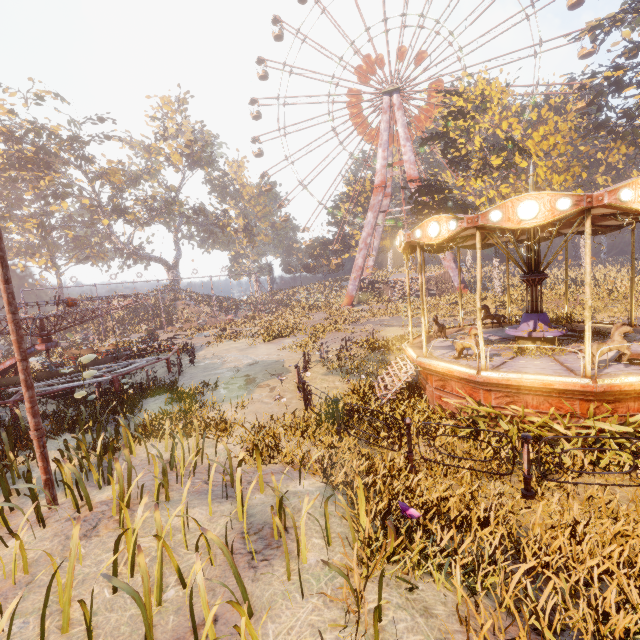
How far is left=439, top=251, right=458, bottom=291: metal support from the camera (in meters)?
39.06

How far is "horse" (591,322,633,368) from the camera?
7.0 meters

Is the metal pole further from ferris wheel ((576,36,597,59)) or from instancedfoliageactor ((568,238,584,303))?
ferris wheel ((576,36,597,59))

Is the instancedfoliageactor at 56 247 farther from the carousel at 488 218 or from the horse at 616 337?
the horse at 616 337

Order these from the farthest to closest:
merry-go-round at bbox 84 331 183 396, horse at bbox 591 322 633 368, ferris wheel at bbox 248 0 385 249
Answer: ferris wheel at bbox 248 0 385 249 < merry-go-round at bbox 84 331 183 396 < horse at bbox 591 322 633 368

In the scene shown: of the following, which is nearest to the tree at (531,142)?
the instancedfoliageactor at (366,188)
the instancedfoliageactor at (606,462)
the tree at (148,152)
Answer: the instancedfoliageactor at (366,188)

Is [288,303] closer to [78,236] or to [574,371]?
[78,236]

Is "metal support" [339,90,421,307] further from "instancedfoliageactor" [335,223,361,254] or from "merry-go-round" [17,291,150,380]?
"merry-go-round" [17,291,150,380]
